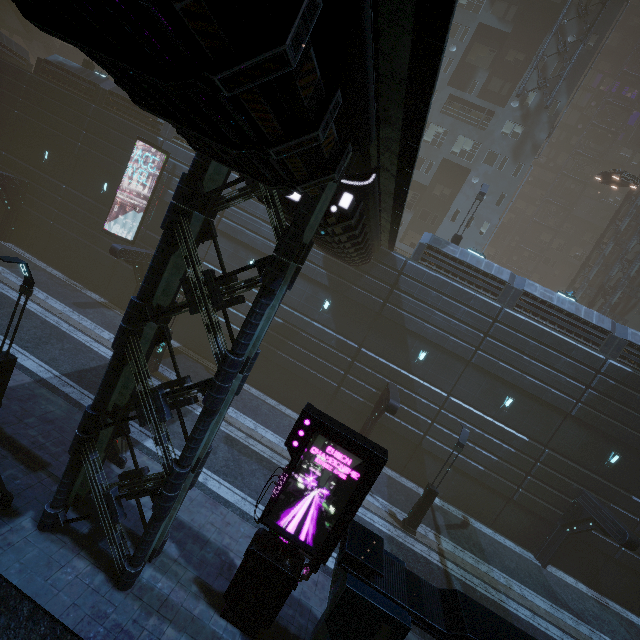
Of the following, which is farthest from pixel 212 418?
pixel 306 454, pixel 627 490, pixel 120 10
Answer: pixel 627 490

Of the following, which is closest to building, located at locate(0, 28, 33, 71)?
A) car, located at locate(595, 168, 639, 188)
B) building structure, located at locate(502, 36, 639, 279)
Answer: building structure, located at locate(502, 36, 639, 279)

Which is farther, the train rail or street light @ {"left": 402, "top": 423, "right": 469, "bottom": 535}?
street light @ {"left": 402, "top": 423, "right": 469, "bottom": 535}

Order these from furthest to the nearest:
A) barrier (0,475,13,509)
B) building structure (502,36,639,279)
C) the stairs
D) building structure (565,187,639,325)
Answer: building structure (502,36,639,279) → the stairs → building structure (565,187,639,325) → barrier (0,475,13,509)

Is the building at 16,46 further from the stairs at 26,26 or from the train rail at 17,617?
the stairs at 26,26

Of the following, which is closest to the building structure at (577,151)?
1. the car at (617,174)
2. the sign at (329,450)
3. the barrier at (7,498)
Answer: the car at (617,174)

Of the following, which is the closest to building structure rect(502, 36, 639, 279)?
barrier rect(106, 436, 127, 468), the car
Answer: the car

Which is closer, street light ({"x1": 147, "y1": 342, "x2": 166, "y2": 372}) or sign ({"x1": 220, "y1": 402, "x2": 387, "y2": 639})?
sign ({"x1": 220, "y1": 402, "x2": 387, "y2": 639})
